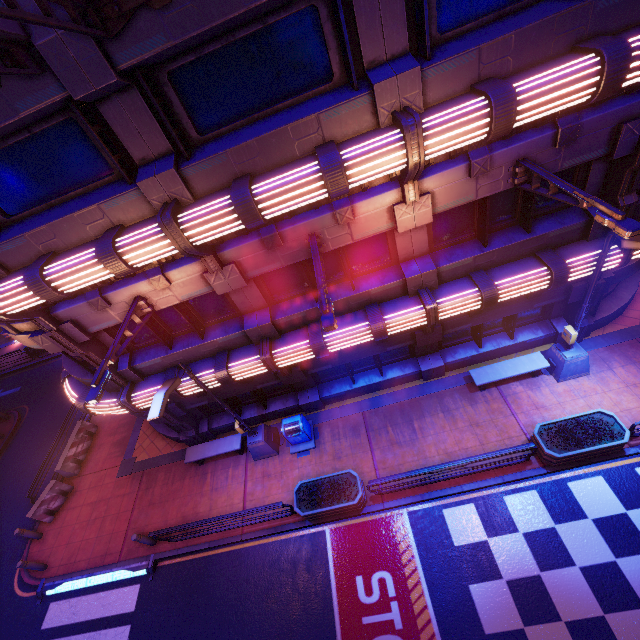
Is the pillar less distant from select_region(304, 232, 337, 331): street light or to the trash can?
the trash can

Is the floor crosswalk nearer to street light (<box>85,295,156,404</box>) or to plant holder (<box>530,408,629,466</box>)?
street light (<box>85,295,156,404</box>)

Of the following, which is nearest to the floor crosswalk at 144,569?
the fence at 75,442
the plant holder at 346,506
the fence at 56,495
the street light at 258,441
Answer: the fence at 56,495

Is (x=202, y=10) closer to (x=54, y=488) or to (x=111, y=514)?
(x=111, y=514)

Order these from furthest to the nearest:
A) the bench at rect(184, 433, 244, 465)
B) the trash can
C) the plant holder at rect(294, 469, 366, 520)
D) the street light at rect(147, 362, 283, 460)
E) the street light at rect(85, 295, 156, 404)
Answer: the bench at rect(184, 433, 244, 465), the trash can, the plant holder at rect(294, 469, 366, 520), the street light at rect(147, 362, 283, 460), the street light at rect(85, 295, 156, 404)

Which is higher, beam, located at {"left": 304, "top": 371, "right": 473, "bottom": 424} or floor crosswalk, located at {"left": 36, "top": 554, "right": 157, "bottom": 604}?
beam, located at {"left": 304, "top": 371, "right": 473, "bottom": 424}

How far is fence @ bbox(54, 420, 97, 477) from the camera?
14.8 meters

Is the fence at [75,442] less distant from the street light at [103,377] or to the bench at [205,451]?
the bench at [205,451]
